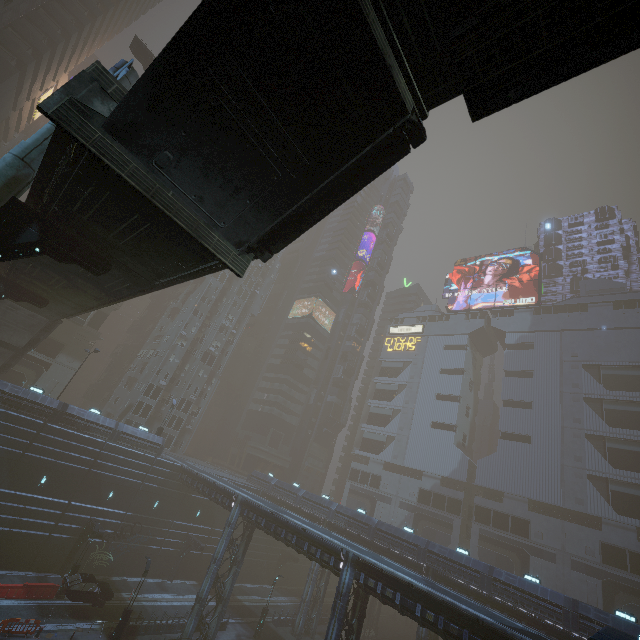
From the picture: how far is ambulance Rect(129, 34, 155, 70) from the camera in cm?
3422

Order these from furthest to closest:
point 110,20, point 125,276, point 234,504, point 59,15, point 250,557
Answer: point 110,20, point 250,557, point 59,15, point 234,504, point 125,276

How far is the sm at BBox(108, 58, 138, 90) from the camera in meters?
12.3

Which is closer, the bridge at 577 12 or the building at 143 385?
the bridge at 577 12

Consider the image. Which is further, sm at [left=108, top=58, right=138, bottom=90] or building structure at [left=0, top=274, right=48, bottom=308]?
building structure at [left=0, top=274, right=48, bottom=308]

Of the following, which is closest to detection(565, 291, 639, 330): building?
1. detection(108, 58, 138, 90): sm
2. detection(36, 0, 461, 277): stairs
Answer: detection(108, 58, 138, 90): sm

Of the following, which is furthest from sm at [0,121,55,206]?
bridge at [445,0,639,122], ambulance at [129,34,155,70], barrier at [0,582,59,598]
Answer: ambulance at [129,34,155,70]

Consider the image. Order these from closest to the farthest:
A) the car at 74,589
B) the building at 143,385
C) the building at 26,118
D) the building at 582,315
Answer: the car at 74,589 < the building at 143,385 < the building at 26,118 < the building at 582,315
